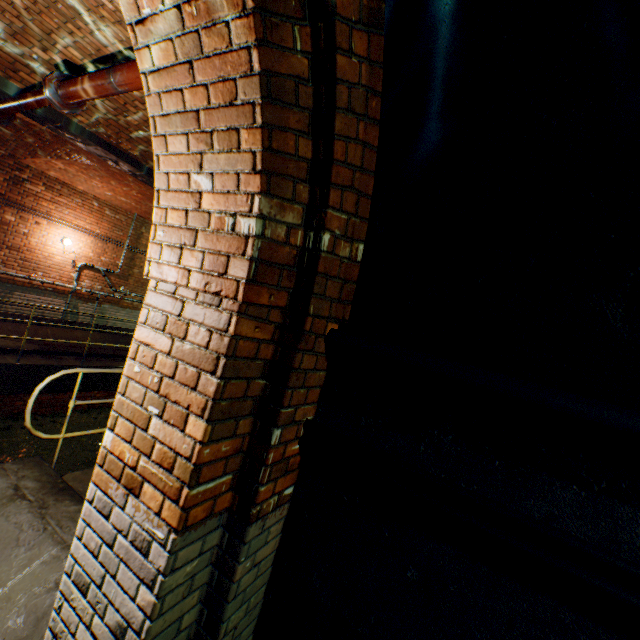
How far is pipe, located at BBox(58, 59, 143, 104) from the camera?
2.8 meters

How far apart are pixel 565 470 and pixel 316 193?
1.58m

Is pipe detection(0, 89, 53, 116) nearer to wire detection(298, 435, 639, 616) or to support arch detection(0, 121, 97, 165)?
support arch detection(0, 121, 97, 165)

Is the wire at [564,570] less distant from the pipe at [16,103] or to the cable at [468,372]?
the cable at [468,372]

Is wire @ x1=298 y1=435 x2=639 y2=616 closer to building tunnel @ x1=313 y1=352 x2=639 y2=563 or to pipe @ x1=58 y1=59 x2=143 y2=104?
building tunnel @ x1=313 y1=352 x2=639 y2=563

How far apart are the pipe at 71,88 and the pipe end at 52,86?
0.01m

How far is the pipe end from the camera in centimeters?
344cm

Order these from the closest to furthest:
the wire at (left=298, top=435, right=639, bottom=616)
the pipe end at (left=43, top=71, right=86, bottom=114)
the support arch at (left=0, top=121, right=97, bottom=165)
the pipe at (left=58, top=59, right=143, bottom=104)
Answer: the wire at (left=298, top=435, right=639, bottom=616) → the pipe at (left=58, top=59, right=143, bottom=104) → the pipe end at (left=43, top=71, right=86, bottom=114) → the support arch at (left=0, top=121, right=97, bottom=165)
